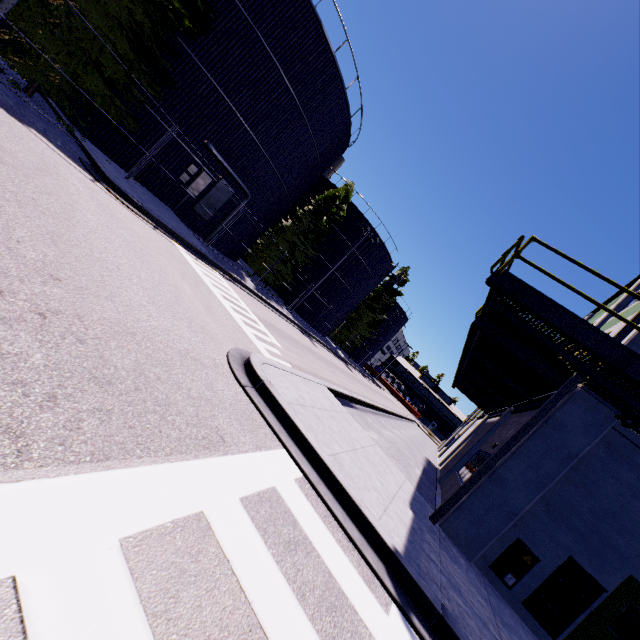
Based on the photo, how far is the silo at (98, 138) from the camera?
14.1m

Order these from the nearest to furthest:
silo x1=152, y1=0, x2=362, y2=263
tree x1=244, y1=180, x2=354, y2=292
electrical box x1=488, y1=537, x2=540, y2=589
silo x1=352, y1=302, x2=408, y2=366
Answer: electrical box x1=488, y1=537, x2=540, y2=589 → silo x1=152, y1=0, x2=362, y2=263 → tree x1=244, y1=180, x2=354, y2=292 → silo x1=352, y1=302, x2=408, y2=366

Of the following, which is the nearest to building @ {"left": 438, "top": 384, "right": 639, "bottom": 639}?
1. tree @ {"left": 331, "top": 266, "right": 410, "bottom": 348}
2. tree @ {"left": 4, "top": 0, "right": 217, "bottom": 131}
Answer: tree @ {"left": 331, "top": 266, "right": 410, "bottom": 348}

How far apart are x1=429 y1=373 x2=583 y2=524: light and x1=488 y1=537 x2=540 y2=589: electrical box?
1.4 meters

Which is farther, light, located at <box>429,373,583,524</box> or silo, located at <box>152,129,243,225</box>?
silo, located at <box>152,129,243,225</box>

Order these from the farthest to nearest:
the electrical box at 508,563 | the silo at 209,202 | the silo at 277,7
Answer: the silo at 209,202
the silo at 277,7
the electrical box at 508,563

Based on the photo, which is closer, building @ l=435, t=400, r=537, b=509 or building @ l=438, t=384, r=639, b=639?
building @ l=438, t=384, r=639, b=639

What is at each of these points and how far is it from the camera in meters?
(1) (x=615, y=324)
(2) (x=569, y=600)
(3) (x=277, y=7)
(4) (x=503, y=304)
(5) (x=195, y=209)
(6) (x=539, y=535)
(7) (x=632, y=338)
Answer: (1) building, 12.4
(2) electrical box, 7.0
(3) silo, 15.1
(4) balcony, 7.9
(5) silo, 17.5
(6) building, 7.5
(7) building, 7.9
